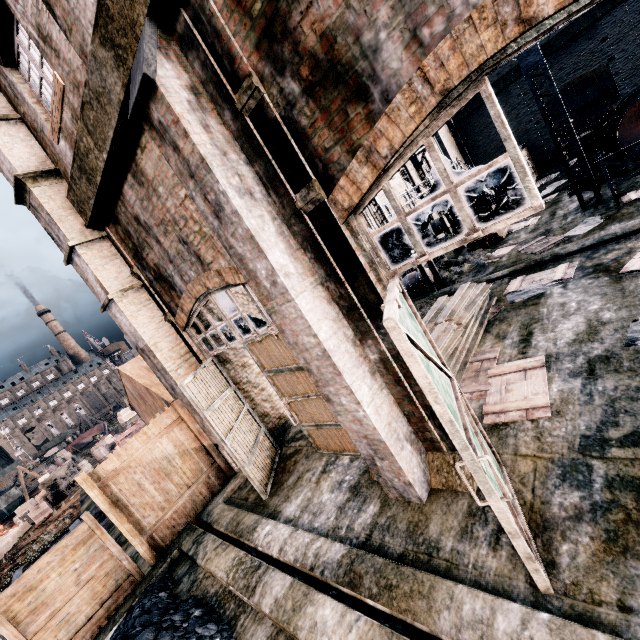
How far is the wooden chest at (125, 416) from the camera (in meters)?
32.78

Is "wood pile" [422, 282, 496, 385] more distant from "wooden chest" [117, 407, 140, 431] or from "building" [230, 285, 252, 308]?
"wooden chest" [117, 407, 140, 431]

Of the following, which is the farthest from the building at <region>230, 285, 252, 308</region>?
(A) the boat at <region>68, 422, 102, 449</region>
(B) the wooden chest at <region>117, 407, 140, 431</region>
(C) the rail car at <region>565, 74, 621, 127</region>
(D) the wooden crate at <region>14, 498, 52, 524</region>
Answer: (A) the boat at <region>68, 422, 102, 449</region>

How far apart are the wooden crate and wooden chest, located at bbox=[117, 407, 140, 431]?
7.9 meters

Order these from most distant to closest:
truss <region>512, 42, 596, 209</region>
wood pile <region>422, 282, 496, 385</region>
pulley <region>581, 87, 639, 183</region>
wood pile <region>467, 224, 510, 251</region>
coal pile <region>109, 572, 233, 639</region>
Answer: wood pile <region>467, 224, 510, 251</region>
pulley <region>581, 87, 639, 183</region>
truss <region>512, 42, 596, 209</region>
wood pile <region>422, 282, 496, 385</region>
coal pile <region>109, 572, 233, 639</region>

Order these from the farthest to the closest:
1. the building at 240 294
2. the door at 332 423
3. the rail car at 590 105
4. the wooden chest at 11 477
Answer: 1. the wooden chest at 11 477
2. the rail car at 590 105
3. the building at 240 294
4. the door at 332 423

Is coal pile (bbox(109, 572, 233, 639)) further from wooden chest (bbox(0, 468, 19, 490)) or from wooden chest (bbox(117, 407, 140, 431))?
wooden chest (bbox(0, 468, 19, 490))

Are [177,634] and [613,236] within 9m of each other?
no
